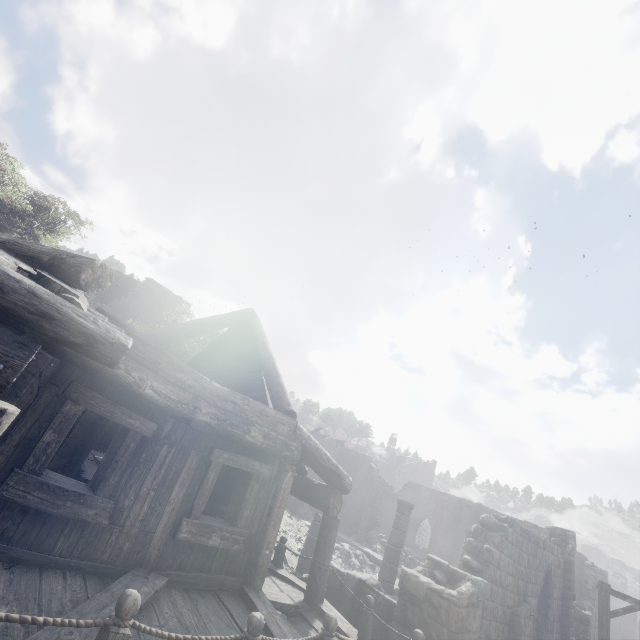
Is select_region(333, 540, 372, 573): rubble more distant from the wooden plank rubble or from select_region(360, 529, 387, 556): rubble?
the wooden plank rubble

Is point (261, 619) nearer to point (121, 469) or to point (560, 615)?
point (121, 469)

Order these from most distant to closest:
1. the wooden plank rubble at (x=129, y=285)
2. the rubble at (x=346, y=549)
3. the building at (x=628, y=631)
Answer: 1. the building at (x=628, y=631)
2. the wooden plank rubble at (x=129, y=285)
3. the rubble at (x=346, y=549)

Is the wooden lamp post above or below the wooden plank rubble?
below

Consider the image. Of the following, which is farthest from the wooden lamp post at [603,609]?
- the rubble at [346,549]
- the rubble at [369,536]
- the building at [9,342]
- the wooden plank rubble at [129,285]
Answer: the wooden plank rubble at [129,285]

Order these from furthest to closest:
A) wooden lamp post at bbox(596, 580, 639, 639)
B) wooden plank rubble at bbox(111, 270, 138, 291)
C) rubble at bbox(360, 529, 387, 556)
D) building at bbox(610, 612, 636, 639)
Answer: building at bbox(610, 612, 636, 639) → wooden plank rubble at bbox(111, 270, 138, 291) → rubble at bbox(360, 529, 387, 556) → wooden lamp post at bbox(596, 580, 639, 639)

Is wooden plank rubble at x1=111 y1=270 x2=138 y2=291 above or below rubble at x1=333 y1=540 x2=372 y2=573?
above

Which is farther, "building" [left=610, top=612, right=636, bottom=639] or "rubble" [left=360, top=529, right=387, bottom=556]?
"building" [left=610, top=612, right=636, bottom=639]
